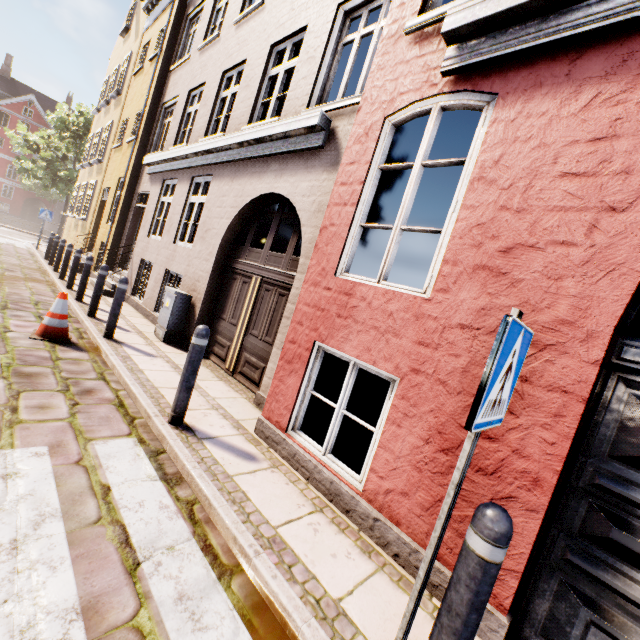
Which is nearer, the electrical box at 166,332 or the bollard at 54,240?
the electrical box at 166,332

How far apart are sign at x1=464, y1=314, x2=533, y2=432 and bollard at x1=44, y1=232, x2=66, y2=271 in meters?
14.9

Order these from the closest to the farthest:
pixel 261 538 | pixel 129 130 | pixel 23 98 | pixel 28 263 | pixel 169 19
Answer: pixel 261 538, pixel 169 19, pixel 28 263, pixel 129 130, pixel 23 98

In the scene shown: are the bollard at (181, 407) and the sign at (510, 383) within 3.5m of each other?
yes

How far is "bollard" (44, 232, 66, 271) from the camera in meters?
10.7

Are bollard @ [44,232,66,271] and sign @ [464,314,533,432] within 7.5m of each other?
no

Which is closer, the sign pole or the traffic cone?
the sign pole

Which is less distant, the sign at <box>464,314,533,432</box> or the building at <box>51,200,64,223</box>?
the sign at <box>464,314,533,432</box>
